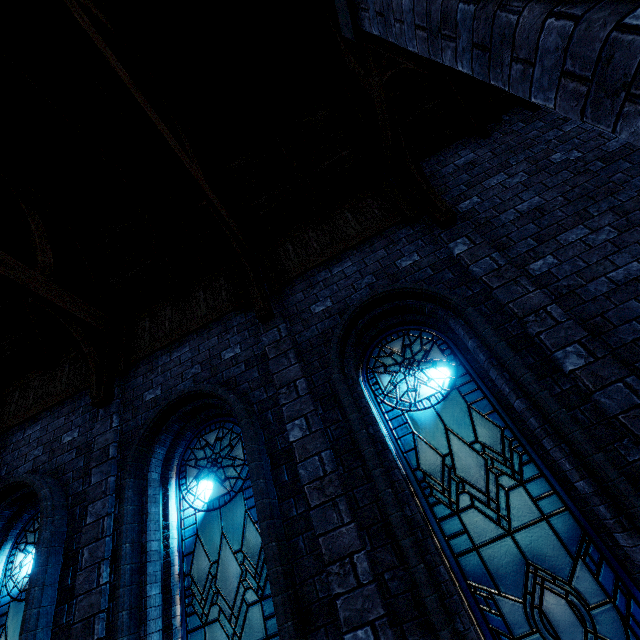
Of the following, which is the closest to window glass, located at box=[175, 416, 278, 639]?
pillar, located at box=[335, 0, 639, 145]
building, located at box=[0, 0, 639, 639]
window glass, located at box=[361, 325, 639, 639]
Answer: building, located at box=[0, 0, 639, 639]

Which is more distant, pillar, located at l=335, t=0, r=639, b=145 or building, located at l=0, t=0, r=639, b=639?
building, located at l=0, t=0, r=639, b=639

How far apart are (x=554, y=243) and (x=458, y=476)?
3.1 meters

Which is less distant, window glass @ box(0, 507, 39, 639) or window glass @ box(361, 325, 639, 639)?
window glass @ box(361, 325, 639, 639)

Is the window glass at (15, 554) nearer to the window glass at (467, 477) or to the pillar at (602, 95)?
the window glass at (467, 477)

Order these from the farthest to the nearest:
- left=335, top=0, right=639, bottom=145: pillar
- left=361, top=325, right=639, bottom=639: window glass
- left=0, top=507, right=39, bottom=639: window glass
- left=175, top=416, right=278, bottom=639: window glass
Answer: left=0, top=507, right=39, bottom=639: window glass < left=175, top=416, right=278, bottom=639: window glass < left=361, top=325, right=639, bottom=639: window glass < left=335, top=0, right=639, bottom=145: pillar

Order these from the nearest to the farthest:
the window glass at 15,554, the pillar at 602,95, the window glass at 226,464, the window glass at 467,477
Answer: the pillar at 602,95 < the window glass at 467,477 < the window glass at 226,464 < the window glass at 15,554

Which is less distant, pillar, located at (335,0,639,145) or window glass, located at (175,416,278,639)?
pillar, located at (335,0,639,145)
